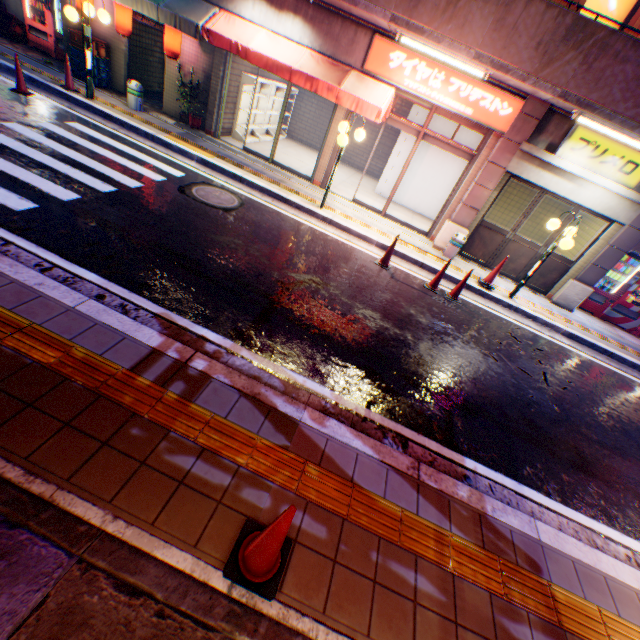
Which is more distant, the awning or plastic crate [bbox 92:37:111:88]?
plastic crate [bbox 92:37:111:88]

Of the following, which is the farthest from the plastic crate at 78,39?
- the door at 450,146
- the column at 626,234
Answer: the column at 626,234

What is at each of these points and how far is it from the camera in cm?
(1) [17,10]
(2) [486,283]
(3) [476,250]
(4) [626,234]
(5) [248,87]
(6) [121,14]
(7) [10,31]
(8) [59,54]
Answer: (1) building, 1179
(2) road cone, 865
(3) door, 991
(4) column, 851
(5) metal shelf, 1109
(6) street lamp, 930
(7) plastic crate, 1145
(8) vending machine, 1124

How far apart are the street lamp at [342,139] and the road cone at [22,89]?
8.1 meters

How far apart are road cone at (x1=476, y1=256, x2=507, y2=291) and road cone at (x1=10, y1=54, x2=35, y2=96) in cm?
1282

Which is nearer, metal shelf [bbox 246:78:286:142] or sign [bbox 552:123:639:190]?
sign [bbox 552:123:639:190]

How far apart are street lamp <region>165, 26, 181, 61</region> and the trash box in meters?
1.4 m

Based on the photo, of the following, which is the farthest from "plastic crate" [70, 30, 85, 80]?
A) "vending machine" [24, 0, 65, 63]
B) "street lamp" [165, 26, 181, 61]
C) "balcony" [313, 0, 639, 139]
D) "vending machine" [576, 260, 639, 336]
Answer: "vending machine" [576, 260, 639, 336]
